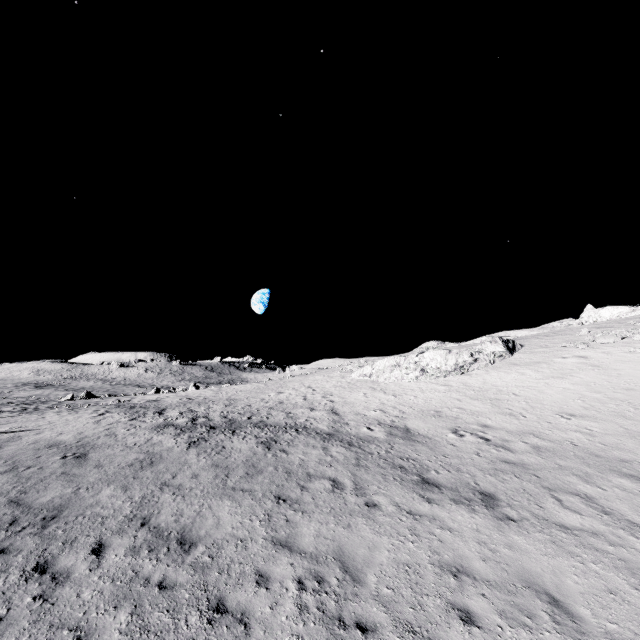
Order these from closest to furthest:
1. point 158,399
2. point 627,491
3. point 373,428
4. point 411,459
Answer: point 627,491
point 411,459
point 373,428
point 158,399
